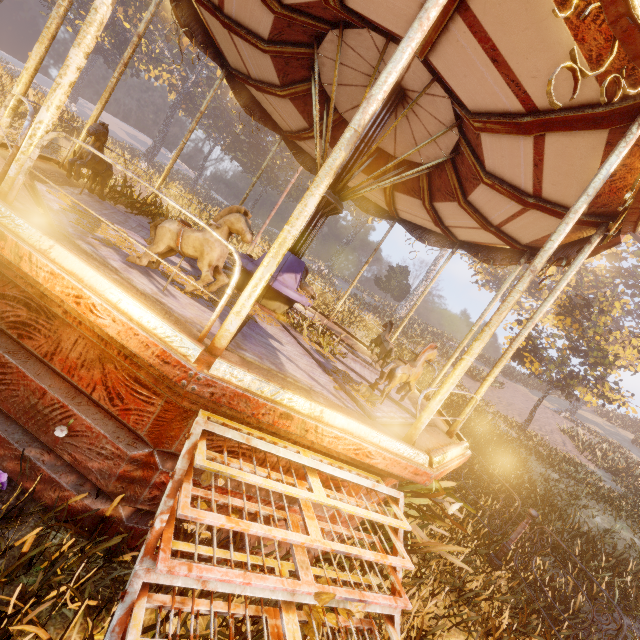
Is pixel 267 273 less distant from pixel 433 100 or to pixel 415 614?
pixel 415 614

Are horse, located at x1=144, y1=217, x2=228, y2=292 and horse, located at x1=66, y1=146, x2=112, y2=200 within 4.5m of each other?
yes

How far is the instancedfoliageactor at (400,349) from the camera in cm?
1274

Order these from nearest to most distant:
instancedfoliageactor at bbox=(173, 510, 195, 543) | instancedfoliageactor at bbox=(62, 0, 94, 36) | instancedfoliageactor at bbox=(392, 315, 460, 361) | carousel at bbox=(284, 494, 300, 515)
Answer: instancedfoliageactor at bbox=(173, 510, 195, 543) < carousel at bbox=(284, 494, 300, 515) < instancedfoliageactor at bbox=(392, 315, 460, 361) < instancedfoliageactor at bbox=(62, 0, 94, 36)

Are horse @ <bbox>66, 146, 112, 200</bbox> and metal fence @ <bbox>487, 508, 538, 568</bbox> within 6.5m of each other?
no

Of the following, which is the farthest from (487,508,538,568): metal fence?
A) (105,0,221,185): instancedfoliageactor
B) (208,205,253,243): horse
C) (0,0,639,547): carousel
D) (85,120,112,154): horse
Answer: (105,0,221,185): instancedfoliageactor

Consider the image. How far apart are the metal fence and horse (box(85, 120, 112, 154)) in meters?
8.3
